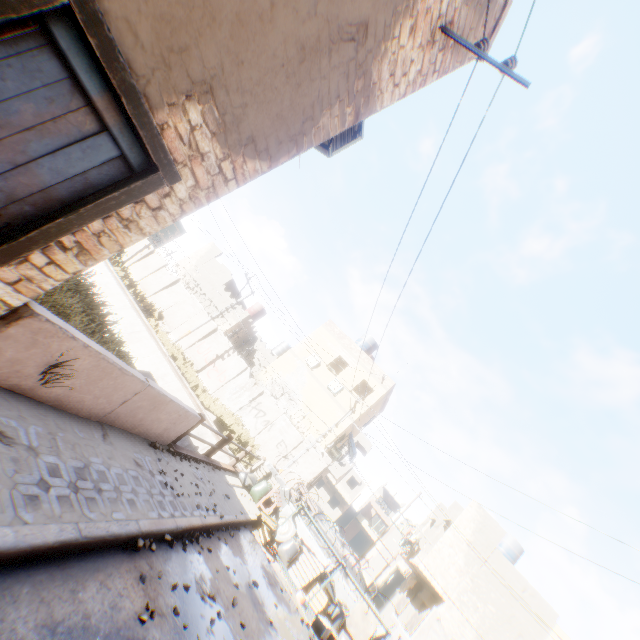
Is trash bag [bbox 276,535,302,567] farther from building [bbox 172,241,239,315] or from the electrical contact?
the electrical contact

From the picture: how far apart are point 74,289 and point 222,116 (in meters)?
6.63

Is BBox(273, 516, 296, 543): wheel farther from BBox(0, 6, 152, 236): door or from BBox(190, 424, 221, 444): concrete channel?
BBox(0, 6, 152, 236): door

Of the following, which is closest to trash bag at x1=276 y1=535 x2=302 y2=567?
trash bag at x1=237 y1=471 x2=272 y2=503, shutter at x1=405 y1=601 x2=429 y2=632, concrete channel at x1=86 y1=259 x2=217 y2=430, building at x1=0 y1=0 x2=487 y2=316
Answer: trash bag at x1=237 y1=471 x2=272 y2=503

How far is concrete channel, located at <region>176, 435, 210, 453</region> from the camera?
15.3 meters

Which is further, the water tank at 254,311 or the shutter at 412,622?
the water tank at 254,311

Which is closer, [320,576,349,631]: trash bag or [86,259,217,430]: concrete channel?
[320,576,349,631]: trash bag

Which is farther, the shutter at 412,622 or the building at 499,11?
the shutter at 412,622
